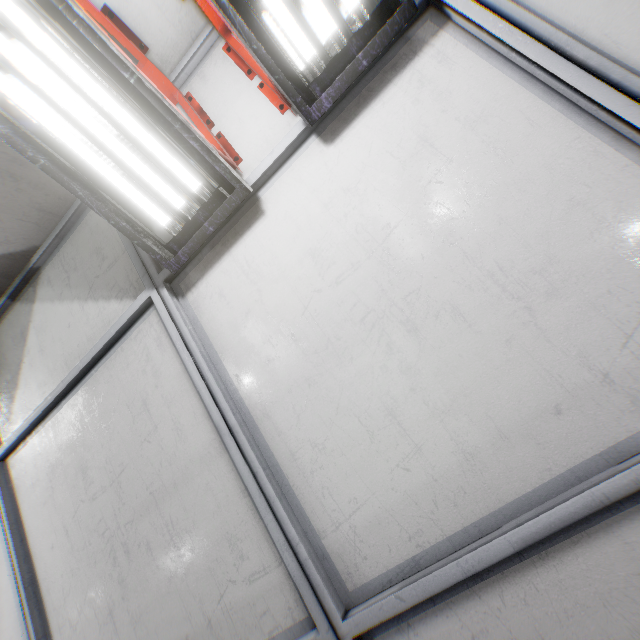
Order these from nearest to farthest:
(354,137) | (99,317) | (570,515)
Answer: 1. (570,515)
2. (354,137)
3. (99,317)
